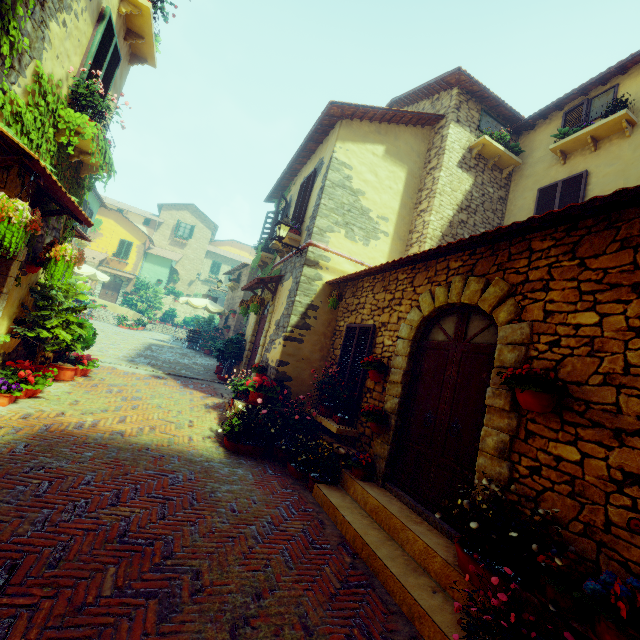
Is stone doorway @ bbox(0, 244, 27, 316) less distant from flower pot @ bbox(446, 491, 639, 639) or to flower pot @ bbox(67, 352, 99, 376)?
flower pot @ bbox(67, 352, 99, 376)

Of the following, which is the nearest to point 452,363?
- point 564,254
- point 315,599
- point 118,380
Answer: point 564,254

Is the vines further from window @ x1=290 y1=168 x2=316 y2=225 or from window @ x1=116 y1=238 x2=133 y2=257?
window @ x1=116 y1=238 x2=133 y2=257

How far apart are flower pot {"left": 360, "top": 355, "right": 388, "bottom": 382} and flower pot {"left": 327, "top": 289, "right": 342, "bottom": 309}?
1.79m

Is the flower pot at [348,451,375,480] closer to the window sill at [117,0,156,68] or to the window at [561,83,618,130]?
the window sill at [117,0,156,68]

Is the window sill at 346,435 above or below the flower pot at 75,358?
above

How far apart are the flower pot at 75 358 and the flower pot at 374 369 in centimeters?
612cm

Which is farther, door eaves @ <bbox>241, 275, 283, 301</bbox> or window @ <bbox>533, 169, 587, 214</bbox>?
door eaves @ <bbox>241, 275, 283, 301</bbox>
